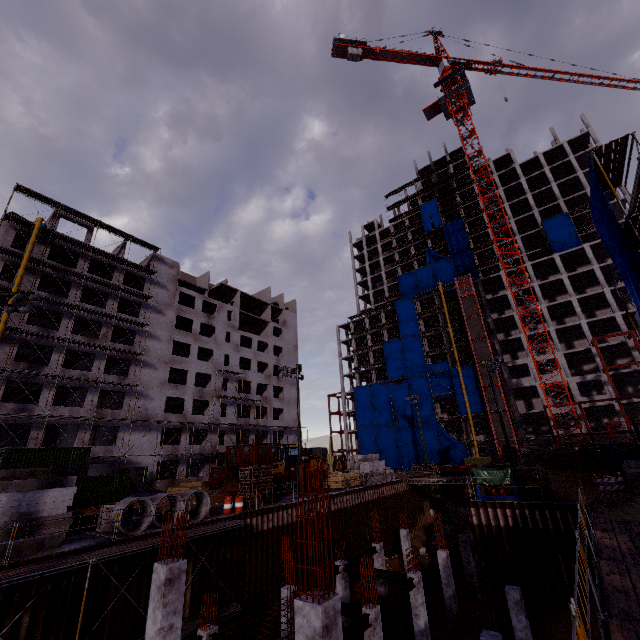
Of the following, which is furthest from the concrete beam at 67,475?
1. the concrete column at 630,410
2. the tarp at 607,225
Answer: the concrete column at 630,410

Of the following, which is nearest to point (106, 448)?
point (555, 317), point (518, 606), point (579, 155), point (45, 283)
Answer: point (45, 283)

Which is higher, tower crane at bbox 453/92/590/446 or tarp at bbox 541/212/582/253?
tower crane at bbox 453/92/590/446

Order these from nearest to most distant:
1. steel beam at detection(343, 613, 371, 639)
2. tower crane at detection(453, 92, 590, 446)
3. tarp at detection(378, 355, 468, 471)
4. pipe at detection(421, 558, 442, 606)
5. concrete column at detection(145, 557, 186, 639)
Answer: concrete column at detection(145, 557, 186, 639) < steel beam at detection(343, 613, 371, 639) < pipe at detection(421, 558, 442, 606) < tower crane at detection(453, 92, 590, 446) < tarp at detection(378, 355, 468, 471)

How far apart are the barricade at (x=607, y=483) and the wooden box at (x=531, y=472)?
2.51m

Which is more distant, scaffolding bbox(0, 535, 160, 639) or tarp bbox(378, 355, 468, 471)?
tarp bbox(378, 355, 468, 471)

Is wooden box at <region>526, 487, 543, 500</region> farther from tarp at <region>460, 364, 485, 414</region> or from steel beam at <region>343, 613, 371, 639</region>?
tarp at <region>460, 364, 485, 414</region>

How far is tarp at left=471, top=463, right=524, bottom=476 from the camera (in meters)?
20.29
